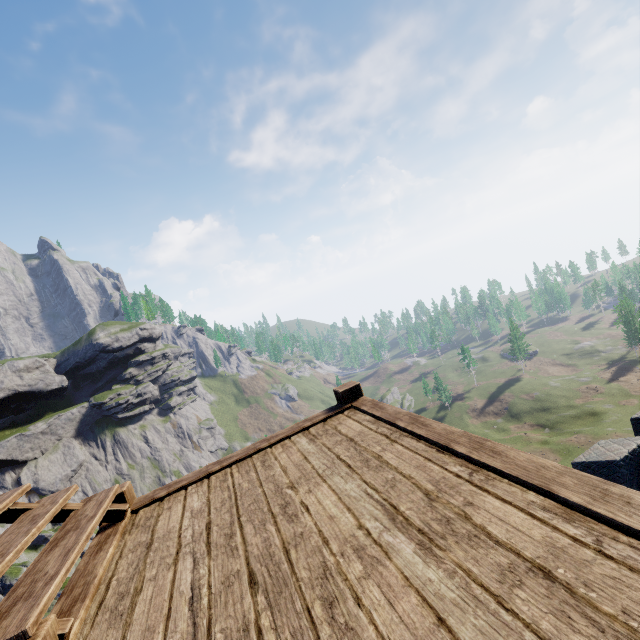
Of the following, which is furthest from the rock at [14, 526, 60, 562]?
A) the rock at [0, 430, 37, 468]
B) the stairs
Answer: the stairs

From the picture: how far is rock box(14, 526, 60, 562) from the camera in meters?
46.0

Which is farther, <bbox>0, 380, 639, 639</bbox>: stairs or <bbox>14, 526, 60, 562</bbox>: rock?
<bbox>14, 526, 60, 562</bbox>: rock

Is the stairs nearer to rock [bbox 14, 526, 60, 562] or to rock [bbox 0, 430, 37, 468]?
rock [bbox 14, 526, 60, 562]

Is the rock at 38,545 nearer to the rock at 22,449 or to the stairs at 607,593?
the rock at 22,449

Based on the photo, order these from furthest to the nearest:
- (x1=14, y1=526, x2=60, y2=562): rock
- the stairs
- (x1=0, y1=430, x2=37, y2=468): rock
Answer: (x1=0, y1=430, x2=37, y2=468): rock
(x1=14, y1=526, x2=60, y2=562): rock
the stairs

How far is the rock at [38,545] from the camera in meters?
46.0

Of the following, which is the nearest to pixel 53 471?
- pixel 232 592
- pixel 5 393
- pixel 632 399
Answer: pixel 5 393
